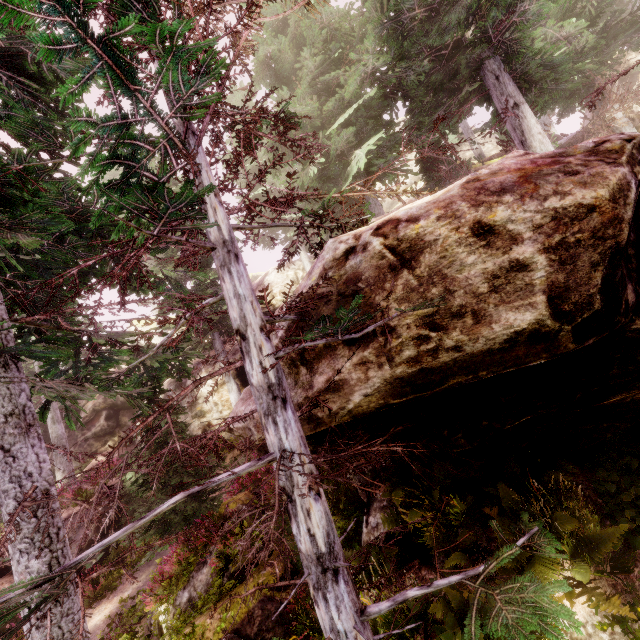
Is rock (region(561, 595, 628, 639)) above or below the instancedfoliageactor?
below

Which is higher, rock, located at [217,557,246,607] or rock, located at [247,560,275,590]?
rock, located at [217,557,246,607]

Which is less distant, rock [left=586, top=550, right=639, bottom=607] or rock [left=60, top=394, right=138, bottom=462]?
rock [left=586, top=550, right=639, bottom=607]

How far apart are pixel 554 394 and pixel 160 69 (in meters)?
6.39

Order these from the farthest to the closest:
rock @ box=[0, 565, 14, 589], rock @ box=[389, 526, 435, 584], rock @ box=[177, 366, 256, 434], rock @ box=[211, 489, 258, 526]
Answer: rock @ box=[0, 565, 14, 589], rock @ box=[211, 489, 258, 526], rock @ box=[177, 366, 256, 434], rock @ box=[389, 526, 435, 584]

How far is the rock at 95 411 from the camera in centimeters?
2064cm
